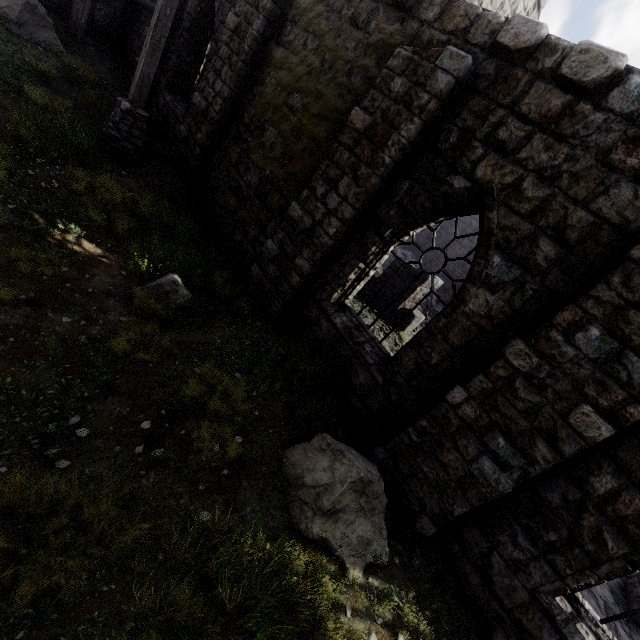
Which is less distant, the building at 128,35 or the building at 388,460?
the building at 388,460

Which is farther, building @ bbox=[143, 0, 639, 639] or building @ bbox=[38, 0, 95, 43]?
building @ bbox=[38, 0, 95, 43]

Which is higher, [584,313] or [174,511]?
[584,313]

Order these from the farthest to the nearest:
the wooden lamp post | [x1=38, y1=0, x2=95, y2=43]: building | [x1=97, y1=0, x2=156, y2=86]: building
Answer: [x1=97, y1=0, x2=156, y2=86]: building, [x1=38, y1=0, x2=95, y2=43]: building, the wooden lamp post

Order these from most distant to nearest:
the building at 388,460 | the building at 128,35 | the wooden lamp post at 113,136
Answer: the building at 128,35
the wooden lamp post at 113,136
the building at 388,460

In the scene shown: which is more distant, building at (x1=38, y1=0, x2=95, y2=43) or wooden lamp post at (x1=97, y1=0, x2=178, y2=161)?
building at (x1=38, y1=0, x2=95, y2=43)
